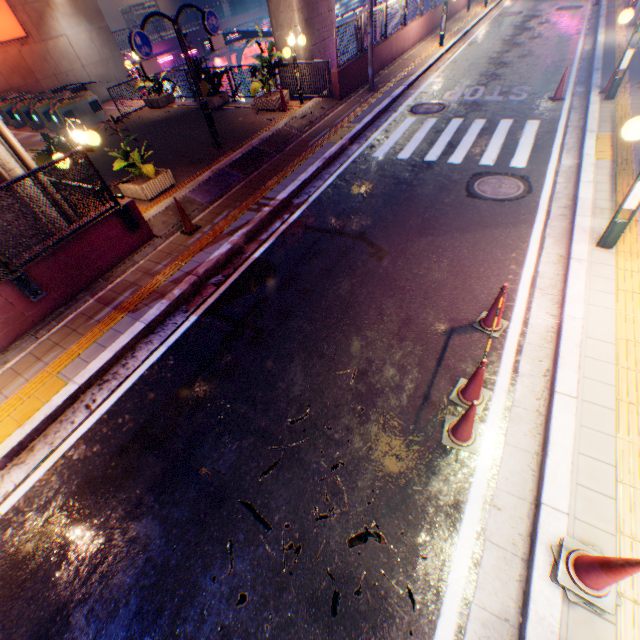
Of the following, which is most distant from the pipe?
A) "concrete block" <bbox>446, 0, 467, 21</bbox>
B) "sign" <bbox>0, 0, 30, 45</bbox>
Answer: "sign" <bbox>0, 0, 30, 45</bbox>

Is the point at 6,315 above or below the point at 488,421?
above

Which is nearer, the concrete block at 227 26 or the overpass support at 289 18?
the overpass support at 289 18

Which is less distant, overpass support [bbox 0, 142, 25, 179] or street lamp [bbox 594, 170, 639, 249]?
street lamp [bbox 594, 170, 639, 249]

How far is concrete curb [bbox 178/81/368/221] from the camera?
8.5 meters

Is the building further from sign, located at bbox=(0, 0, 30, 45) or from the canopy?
sign, located at bbox=(0, 0, 30, 45)

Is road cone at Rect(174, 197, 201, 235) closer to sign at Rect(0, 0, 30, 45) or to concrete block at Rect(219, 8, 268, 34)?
sign at Rect(0, 0, 30, 45)

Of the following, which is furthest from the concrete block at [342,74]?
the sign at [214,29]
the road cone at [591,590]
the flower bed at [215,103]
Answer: the road cone at [591,590]
